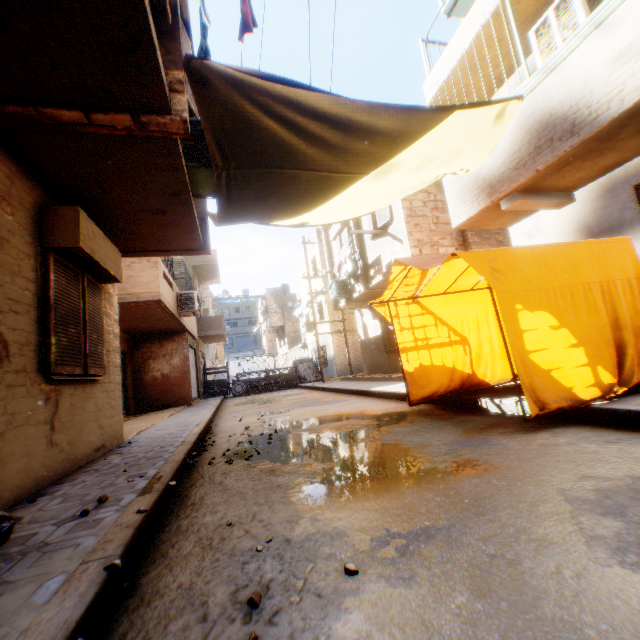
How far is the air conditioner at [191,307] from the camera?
12.2 meters

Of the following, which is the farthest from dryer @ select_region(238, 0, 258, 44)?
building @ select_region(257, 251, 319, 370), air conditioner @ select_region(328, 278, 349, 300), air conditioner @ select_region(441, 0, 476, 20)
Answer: building @ select_region(257, 251, 319, 370)

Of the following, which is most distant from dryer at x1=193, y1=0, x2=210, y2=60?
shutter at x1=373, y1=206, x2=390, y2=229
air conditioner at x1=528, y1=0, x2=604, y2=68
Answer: shutter at x1=373, y1=206, x2=390, y2=229

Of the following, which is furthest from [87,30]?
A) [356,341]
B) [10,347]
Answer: [356,341]

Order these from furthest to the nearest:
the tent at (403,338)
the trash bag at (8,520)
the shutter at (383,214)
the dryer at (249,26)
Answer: the shutter at (383,214) → the tent at (403,338) → the dryer at (249,26) → the trash bag at (8,520)

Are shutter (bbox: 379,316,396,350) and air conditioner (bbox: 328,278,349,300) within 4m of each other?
yes

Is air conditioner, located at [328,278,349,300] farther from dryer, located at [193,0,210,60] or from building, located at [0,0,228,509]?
dryer, located at [193,0,210,60]

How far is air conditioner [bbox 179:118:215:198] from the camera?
4.6m
